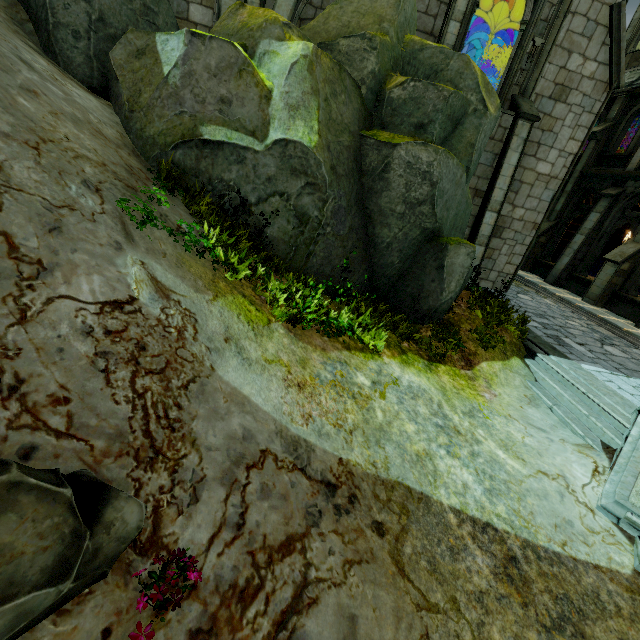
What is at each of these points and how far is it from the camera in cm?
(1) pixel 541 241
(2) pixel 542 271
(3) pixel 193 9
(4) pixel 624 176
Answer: (1) stone column, 1786
(2) wall trim, 1784
(3) building, 916
(4) wall trim, 1427

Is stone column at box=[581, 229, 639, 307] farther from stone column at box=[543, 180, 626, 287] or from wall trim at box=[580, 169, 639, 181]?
stone column at box=[543, 180, 626, 287]

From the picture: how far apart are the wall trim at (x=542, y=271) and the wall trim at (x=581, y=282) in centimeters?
59cm

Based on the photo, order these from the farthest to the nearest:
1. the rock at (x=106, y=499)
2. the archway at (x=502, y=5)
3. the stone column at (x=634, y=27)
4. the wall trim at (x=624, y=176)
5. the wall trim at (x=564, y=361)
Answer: the stone column at (x=634, y=27), the wall trim at (x=624, y=176), the archway at (x=502, y=5), the wall trim at (x=564, y=361), the rock at (x=106, y=499)

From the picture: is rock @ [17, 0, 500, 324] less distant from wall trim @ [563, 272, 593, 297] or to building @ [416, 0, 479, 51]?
building @ [416, 0, 479, 51]

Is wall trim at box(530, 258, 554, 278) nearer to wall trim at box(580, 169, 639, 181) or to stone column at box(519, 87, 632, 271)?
stone column at box(519, 87, 632, 271)

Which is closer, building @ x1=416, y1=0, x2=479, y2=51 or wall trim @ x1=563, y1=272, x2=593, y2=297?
building @ x1=416, y1=0, x2=479, y2=51

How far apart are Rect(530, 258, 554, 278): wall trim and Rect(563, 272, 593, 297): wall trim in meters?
0.6 m
